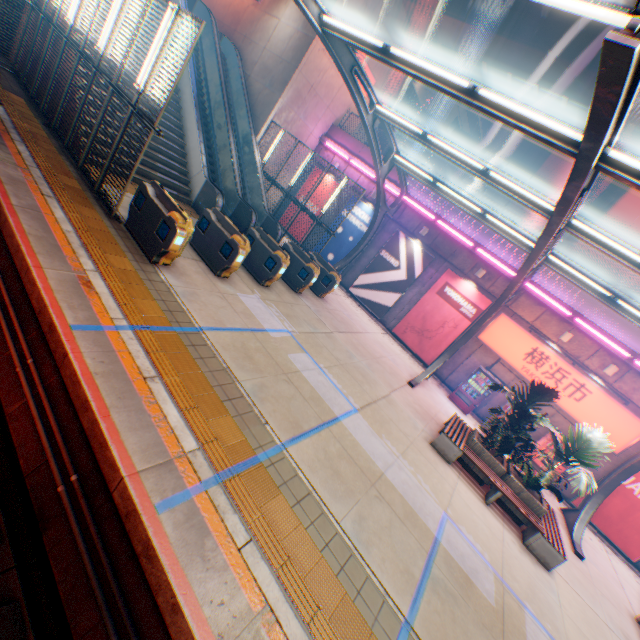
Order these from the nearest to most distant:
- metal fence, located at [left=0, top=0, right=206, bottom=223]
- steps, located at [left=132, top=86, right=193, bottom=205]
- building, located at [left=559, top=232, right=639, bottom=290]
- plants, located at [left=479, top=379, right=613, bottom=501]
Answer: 1. metal fence, located at [left=0, top=0, right=206, bottom=223]
2. plants, located at [left=479, top=379, right=613, bottom=501]
3. steps, located at [left=132, top=86, right=193, bottom=205]
4. building, located at [left=559, top=232, right=639, bottom=290]

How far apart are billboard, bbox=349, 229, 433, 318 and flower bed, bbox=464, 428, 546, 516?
9.2 meters

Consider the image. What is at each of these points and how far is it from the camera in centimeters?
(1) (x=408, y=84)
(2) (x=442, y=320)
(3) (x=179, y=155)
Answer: (1) overpass support, 2302cm
(2) billboard, 1614cm
(3) steps, 1324cm

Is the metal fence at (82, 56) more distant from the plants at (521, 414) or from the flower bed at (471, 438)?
the flower bed at (471, 438)

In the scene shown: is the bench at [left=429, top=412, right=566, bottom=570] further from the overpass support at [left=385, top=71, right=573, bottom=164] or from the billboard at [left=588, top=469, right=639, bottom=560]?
the overpass support at [left=385, top=71, right=573, bottom=164]

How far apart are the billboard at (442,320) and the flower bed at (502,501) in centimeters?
651cm

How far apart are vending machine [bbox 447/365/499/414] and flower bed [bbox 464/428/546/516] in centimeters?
433cm

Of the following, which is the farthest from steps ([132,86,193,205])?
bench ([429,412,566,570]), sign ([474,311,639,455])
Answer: sign ([474,311,639,455])
